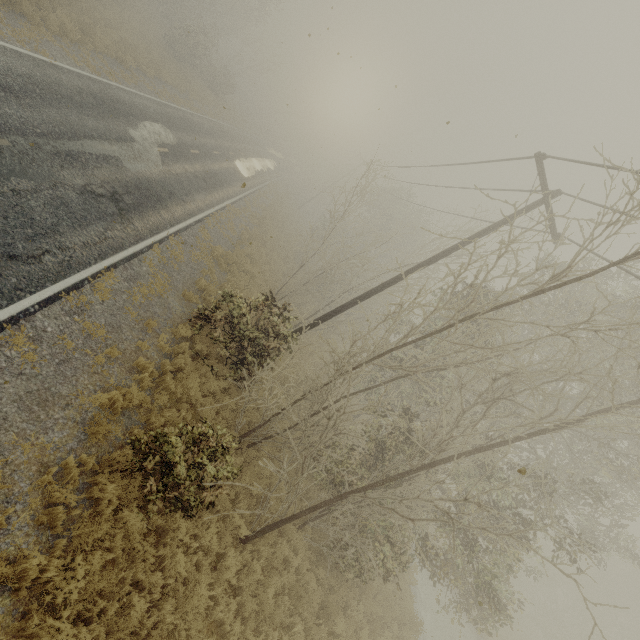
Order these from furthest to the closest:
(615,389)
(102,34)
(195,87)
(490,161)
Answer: (195,87) < (102,34) < (490,161) < (615,389)

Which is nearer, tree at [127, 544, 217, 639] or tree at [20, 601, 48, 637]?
tree at [20, 601, 48, 637]

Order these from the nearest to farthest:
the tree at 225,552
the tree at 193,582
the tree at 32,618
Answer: the tree at 32,618
the tree at 193,582
the tree at 225,552

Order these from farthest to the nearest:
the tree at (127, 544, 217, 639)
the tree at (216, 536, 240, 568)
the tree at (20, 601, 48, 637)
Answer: the tree at (216, 536, 240, 568), the tree at (127, 544, 217, 639), the tree at (20, 601, 48, 637)

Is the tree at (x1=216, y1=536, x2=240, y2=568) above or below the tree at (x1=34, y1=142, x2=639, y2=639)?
below

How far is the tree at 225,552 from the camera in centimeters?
750cm
